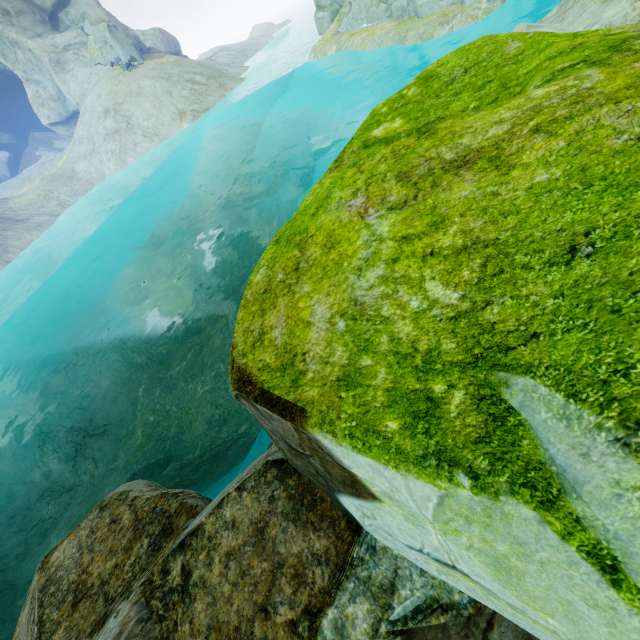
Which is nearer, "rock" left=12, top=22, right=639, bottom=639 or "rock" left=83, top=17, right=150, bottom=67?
"rock" left=12, top=22, right=639, bottom=639

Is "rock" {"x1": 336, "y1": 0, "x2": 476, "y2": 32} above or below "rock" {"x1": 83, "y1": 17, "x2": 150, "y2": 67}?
below

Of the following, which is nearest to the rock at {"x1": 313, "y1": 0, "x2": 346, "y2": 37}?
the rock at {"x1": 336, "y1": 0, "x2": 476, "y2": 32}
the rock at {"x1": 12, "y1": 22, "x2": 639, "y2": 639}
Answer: the rock at {"x1": 336, "y1": 0, "x2": 476, "y2": 32}

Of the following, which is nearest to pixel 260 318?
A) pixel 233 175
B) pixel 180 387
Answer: pixel 180 387

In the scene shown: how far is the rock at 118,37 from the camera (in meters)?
34.91

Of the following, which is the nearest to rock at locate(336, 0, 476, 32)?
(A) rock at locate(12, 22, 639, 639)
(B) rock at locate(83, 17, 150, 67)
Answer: (A) rock at locate(12, 22, 639, 639)

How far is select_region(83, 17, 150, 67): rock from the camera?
34.91m

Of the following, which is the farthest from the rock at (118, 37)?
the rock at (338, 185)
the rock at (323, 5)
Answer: the rock at (338, 185)
